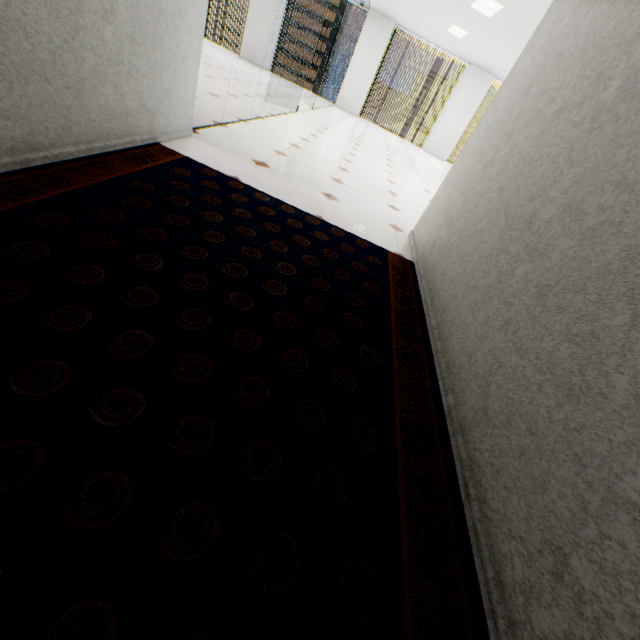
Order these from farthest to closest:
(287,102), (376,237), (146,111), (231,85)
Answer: (287,102)
(231,85)
(376,237)
(146,111)
